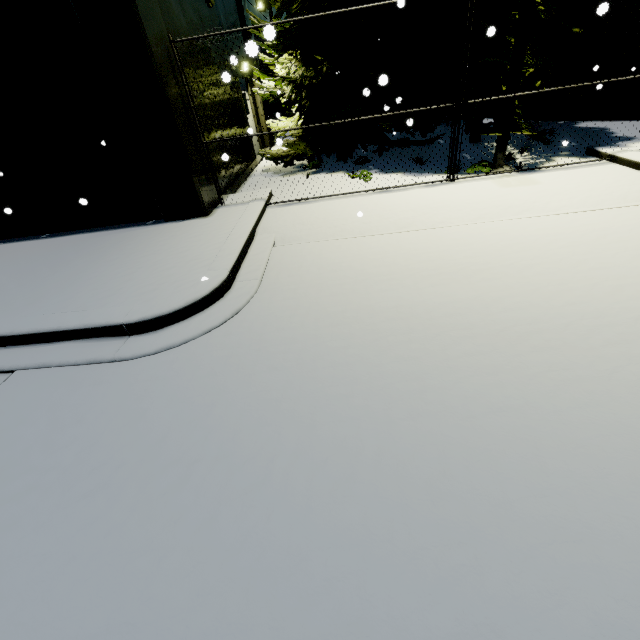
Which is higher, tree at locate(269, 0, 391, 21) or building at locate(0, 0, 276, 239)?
tree at locate(269, 0, 391, 21)

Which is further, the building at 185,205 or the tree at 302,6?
the tree at 302,6

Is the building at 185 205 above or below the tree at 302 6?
below

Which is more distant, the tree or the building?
the tree

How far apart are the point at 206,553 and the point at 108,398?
2.0 meters
